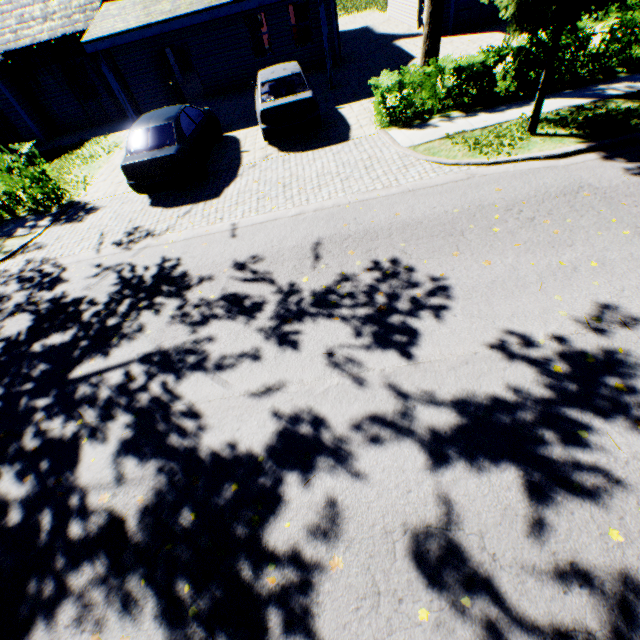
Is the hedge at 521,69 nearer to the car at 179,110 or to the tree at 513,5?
the tree at 513,5

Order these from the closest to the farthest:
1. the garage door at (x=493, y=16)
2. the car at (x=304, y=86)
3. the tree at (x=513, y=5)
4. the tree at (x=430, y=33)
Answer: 1. the tree at (x=513, y=5)
2. the tree at (x=430, y=33)
3. the car at (x=304, y=86)
4. the garage door at (x=493, y=16)

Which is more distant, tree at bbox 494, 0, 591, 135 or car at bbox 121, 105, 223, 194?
car at bbox 121, 105, 223, 194

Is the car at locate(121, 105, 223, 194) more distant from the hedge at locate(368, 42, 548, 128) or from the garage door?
the garage door

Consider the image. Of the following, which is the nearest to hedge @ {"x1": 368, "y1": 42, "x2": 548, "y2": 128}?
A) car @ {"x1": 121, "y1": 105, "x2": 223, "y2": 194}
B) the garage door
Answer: car @ {"x1": 121, "y1": 105, "x2": 223, "y2": 194}

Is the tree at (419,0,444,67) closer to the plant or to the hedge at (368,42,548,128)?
the hedge at (368,42,548,128)

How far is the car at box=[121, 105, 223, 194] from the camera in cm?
834

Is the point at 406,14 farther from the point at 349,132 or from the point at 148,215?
the point at 148,215
